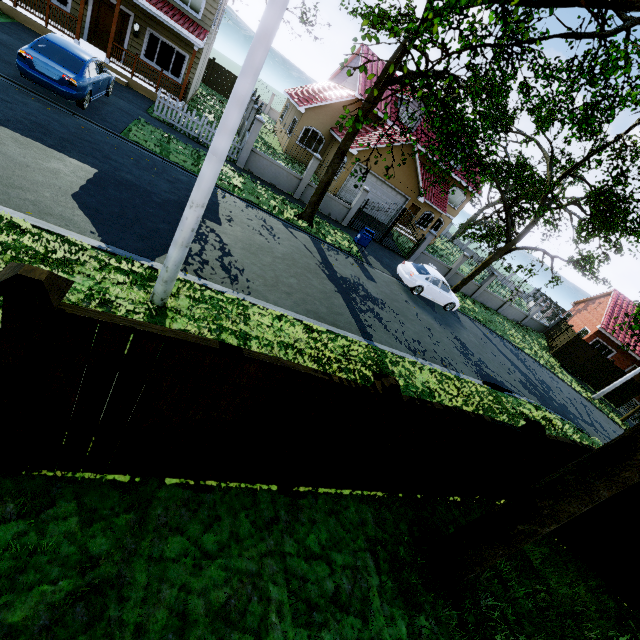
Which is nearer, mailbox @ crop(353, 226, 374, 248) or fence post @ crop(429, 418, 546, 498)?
fence post @ crop(429, 418, 546, 498)

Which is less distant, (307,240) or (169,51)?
(307,240)

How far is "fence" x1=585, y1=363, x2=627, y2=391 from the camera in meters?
24.6 m

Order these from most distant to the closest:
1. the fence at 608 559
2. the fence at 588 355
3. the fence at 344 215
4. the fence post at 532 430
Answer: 1. the fence at 588 355
2. the fence at 344 215
3. the fence at 608 559
4. the fence post at 532 430

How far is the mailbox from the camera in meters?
15.9 m

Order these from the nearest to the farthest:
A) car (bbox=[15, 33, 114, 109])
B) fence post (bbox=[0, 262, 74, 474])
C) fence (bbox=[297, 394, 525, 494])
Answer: fence post (bbox=[0, 262, 74, 474]), fence (bbox=[297, 394, 525, 494]), car (bbox=[15, 33, 114, 109])

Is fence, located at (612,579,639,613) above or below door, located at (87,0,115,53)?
below

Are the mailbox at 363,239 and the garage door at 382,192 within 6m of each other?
no
